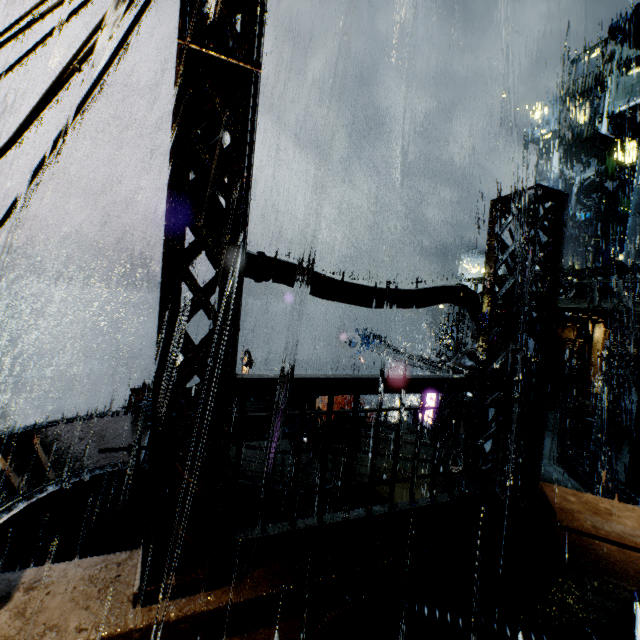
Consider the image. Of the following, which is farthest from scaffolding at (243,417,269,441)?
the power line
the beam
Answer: the beam

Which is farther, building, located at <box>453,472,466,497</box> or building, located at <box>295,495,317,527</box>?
building, located at <box>453,472,466,497</box>

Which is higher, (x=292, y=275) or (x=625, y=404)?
(x=292, y=275)

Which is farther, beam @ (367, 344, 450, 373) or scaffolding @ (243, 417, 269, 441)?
beam @ (367, 344, 450, 373)

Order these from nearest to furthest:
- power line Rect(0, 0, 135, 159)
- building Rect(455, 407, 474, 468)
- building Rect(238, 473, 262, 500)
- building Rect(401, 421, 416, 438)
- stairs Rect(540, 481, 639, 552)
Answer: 1. power line Rect(0, 0, 135, 159)
2. stairs Rect(540, 481, 639, 552)
3. building Rect(455, 407, 474, 468)
4. building Rect(238, 473, 262, 500)
5. building Rect(401, 421, 416, 438)

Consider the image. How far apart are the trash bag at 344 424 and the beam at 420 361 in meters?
8.5 m

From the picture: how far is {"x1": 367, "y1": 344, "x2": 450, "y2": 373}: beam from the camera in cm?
2211

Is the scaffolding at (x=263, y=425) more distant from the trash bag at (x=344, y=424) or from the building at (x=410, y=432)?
the trash bag at (x=344, y=424)
